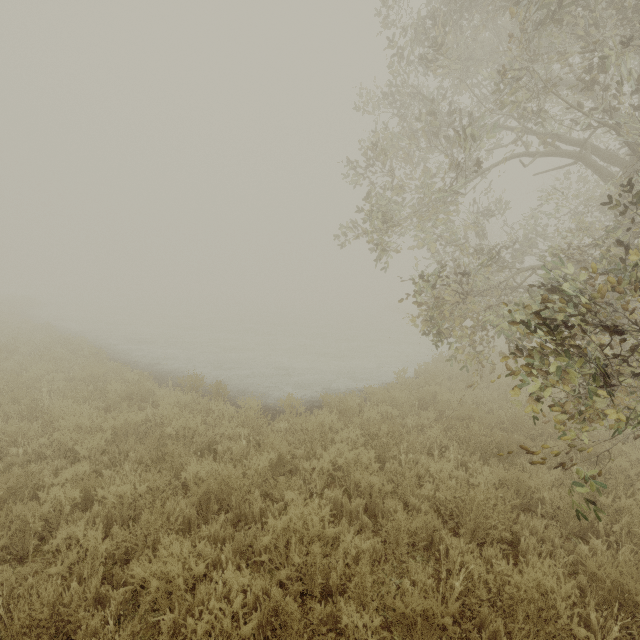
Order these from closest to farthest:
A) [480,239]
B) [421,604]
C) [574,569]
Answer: [421,604], [574,569], [480,239]

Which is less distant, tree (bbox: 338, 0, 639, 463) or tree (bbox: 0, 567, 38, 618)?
tree (bbox: 0, 567, 38, 618)

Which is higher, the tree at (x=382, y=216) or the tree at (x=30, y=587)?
the tree at (x=382, y=216)

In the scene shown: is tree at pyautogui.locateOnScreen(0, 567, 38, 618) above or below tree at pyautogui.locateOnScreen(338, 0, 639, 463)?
below

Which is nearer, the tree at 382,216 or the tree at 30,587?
the tree at 30,587
